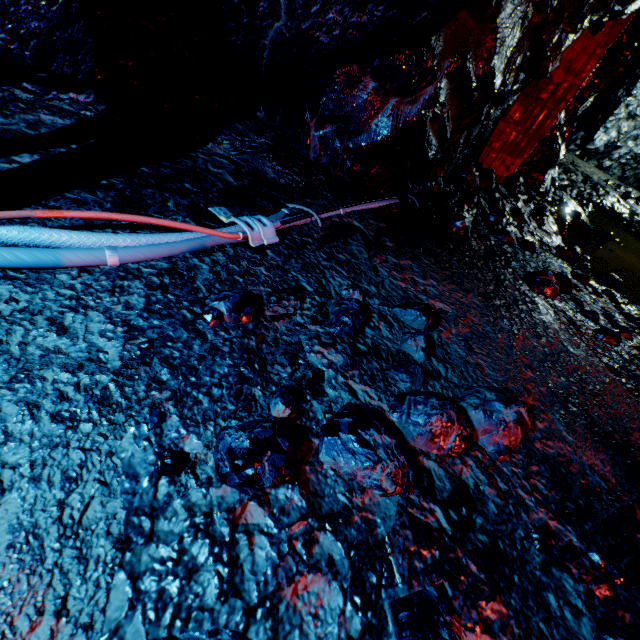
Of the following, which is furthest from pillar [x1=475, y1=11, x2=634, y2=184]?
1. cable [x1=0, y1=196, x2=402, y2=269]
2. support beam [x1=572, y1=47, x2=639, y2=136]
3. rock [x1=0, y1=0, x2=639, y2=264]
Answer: support beam [x1=572, y1=47, x2=639, y2=136]

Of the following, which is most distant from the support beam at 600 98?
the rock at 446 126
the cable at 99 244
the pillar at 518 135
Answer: the cable at 99 244

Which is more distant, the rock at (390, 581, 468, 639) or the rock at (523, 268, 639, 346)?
the rock at (523, 268, 639, 346)

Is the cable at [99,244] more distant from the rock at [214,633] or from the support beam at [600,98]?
the support beam at [600,98]

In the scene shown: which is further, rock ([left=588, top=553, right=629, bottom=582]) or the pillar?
the pillar

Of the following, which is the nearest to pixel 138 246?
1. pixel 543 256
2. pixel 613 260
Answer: pixel 543 256

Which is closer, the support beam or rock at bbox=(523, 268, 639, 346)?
rock at bbox=(523, 268, 639, 346)

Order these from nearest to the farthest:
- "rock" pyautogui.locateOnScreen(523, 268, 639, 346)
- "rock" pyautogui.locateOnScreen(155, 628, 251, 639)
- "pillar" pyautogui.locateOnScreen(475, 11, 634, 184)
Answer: "rock" pyautogui.locateOnScreen(155, 628, 251, 639)
"rock" pyautogui.locateOnScreen(523, 268, 639, 346)
"pillar" pyautogui.locateOnScreen(475, 11, 634, 184)
